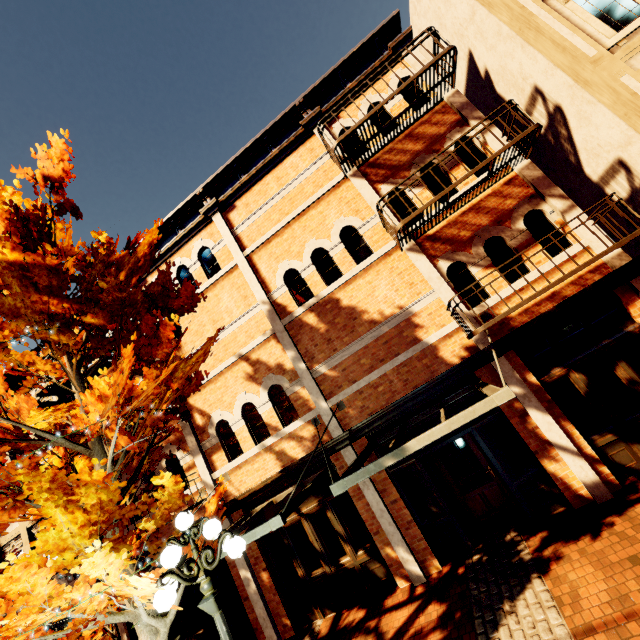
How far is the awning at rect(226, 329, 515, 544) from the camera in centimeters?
447cm

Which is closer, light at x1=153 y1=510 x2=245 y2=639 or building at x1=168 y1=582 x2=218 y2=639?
light at x1=153 y1=510 x2=245 y2=639

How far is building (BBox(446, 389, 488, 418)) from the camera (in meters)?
7.21

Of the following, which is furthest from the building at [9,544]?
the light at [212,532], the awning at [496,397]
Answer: the light at [212,532]

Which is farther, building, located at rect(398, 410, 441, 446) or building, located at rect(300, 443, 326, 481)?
building, located at rect(300, 443, 326, 481)

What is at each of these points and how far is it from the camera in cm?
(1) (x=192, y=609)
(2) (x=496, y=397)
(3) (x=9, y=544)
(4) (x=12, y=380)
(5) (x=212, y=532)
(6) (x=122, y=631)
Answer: (1) building, 901
(2) awning, 436
(3) building, 1107
(4) building, 1171
(5) light, 425
(6) building, 891

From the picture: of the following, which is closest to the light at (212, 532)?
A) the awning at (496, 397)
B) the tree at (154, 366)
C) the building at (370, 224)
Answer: the tree at (154, 366)

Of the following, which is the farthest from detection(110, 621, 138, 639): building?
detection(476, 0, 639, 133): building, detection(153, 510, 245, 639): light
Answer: detection(153, 510, 245, 639): light
